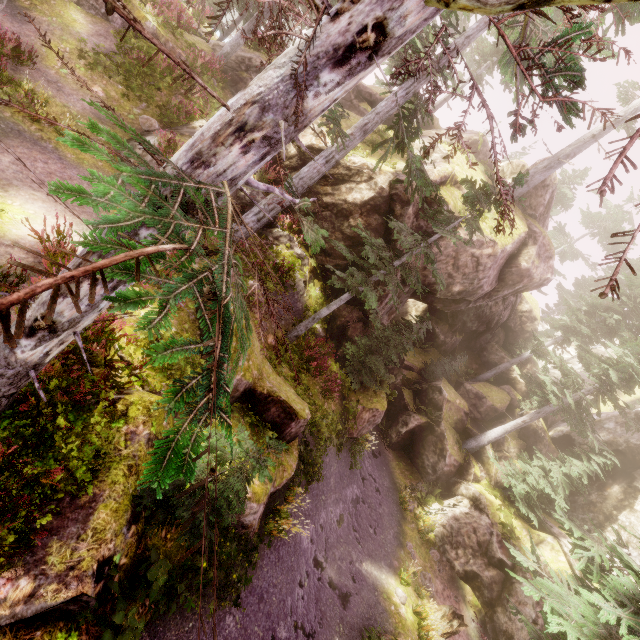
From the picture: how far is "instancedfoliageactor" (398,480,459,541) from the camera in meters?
17.4 m

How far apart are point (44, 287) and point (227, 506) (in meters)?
5.60

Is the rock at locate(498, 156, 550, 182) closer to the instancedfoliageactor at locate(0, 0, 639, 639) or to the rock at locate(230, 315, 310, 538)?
the instancedfoliageactor at locate(0, 0, 639, 639)

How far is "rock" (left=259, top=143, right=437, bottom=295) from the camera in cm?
1344

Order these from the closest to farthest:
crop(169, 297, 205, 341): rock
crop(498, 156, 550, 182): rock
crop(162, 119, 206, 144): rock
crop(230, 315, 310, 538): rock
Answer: crop(230, 315, 310, 538): rock, crop(169, 297, 205, 341): rock, crop(162, 119, 206, 144): rock, crop(498, 156, 550, 182): rock

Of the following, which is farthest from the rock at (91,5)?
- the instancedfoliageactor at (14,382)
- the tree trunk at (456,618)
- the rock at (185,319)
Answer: the tree trunk at (456,618)

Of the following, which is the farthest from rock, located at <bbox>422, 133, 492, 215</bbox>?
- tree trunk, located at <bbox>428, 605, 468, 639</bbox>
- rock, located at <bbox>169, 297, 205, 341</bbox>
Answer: tree trunk, located at <bbox>428, 605, 468, 639</bbox>

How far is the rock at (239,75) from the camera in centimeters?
1692cm
